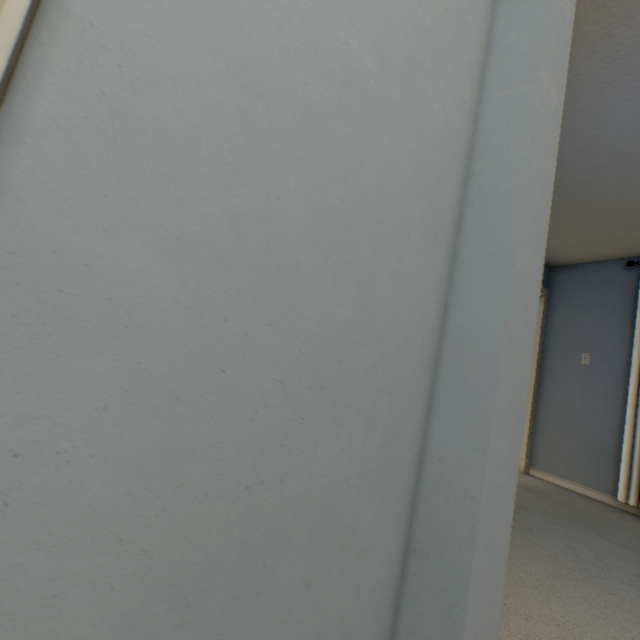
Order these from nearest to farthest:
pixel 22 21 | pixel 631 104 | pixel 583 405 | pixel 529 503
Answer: pixel 22 21 → pixel 631 104 → pixel 529 503 → pixel 583 405

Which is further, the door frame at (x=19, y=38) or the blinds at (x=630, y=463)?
the blinds at (x=630, y=463)

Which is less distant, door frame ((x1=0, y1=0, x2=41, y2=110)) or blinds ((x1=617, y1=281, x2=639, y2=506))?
door frame ((x1=0, y1=0, x2=41, y2=110))
